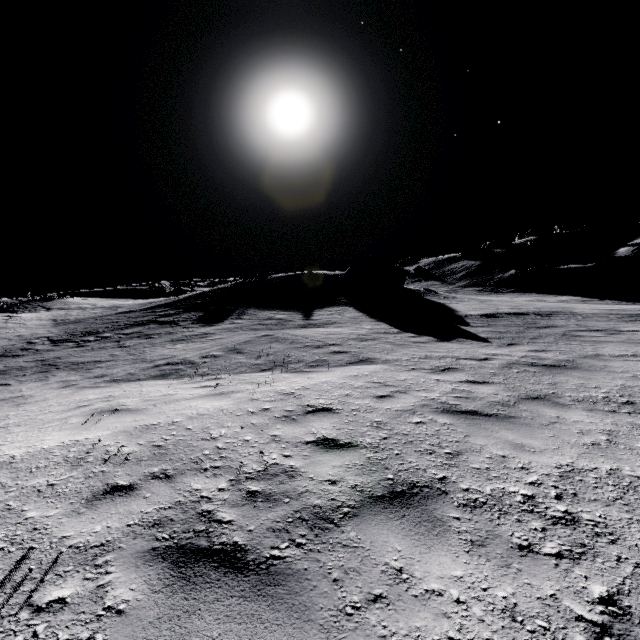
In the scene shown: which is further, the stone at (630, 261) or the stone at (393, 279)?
Answer: the stone at (630, 261)

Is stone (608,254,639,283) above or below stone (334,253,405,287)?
below

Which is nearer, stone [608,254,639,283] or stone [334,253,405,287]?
stone [334,253,405,287]

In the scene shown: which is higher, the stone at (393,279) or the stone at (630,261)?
the stone at (393,279)

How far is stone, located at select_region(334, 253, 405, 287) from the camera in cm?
2873

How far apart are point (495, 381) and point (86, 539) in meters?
7.0
